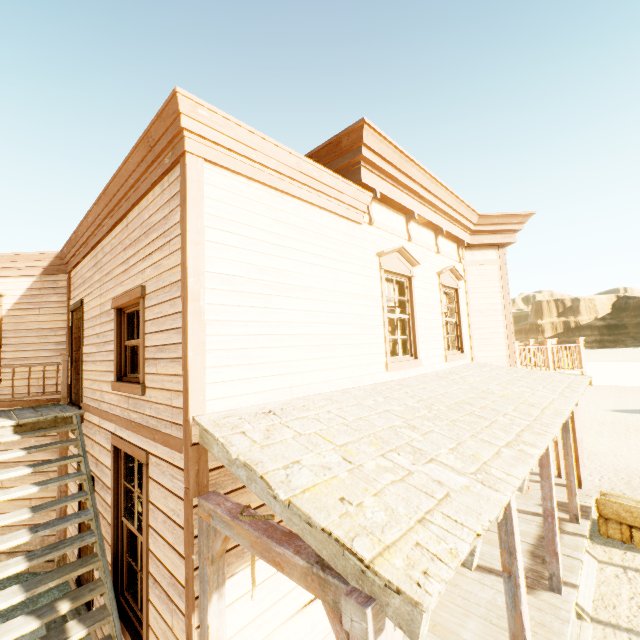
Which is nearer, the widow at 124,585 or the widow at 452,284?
the widow at 124,585

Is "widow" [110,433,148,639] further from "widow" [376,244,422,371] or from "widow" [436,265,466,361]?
"widow" [436,265,466,361]

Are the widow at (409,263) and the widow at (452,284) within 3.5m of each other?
yes

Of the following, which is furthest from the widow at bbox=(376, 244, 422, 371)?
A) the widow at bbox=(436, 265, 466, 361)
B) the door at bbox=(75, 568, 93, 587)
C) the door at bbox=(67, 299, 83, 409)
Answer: the door at bbox=(67, 299, 83, 409)

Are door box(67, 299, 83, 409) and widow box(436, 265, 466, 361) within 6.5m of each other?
no

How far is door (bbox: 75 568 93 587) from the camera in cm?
531

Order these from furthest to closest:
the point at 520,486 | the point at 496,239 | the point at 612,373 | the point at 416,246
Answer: the point at 612,373
the point at 496,239
the point at 416,246
the point at 520,486

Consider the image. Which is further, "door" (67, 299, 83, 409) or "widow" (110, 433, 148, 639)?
"door" (67, 299, 83, 409)
